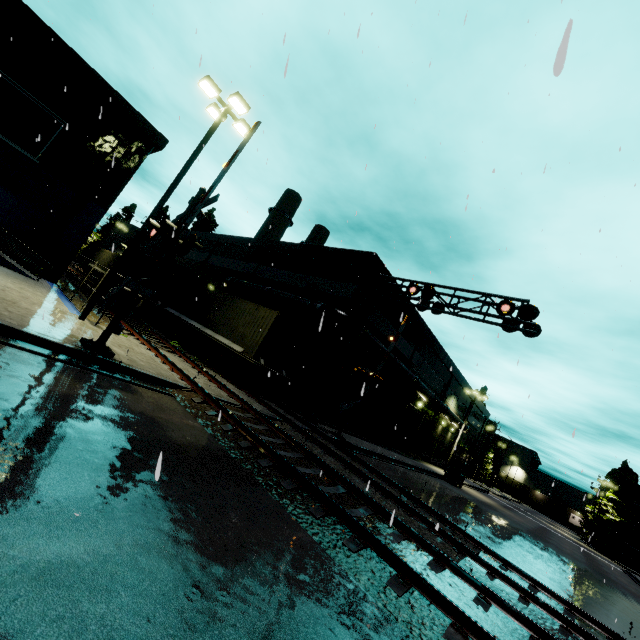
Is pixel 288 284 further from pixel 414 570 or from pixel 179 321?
pixel 414 570

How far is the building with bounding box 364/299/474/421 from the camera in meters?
23.4 m

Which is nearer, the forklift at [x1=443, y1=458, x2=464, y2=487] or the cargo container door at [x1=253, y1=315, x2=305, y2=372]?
the cargo container door at [x1=253, y1=315, x2=305, y2=372]

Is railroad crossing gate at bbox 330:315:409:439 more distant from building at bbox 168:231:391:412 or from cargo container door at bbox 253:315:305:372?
cargo container door at bbox 253:315:305:372

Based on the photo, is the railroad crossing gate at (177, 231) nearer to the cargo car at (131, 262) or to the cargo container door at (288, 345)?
the cargo container door at (288, 345)

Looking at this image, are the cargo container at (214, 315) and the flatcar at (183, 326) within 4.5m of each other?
yes

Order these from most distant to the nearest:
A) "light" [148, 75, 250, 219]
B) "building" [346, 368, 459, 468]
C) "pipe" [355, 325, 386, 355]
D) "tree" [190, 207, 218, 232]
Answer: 1. "tree" [190, 207, 218, 232]
2. "building" [346, 368, 459, 468]
3. "pipe" [355, 325, 386, 355]
4. "light" [148, 75, 250, 219]

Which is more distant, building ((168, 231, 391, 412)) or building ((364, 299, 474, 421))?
building ((364, 299, 474, 421))
